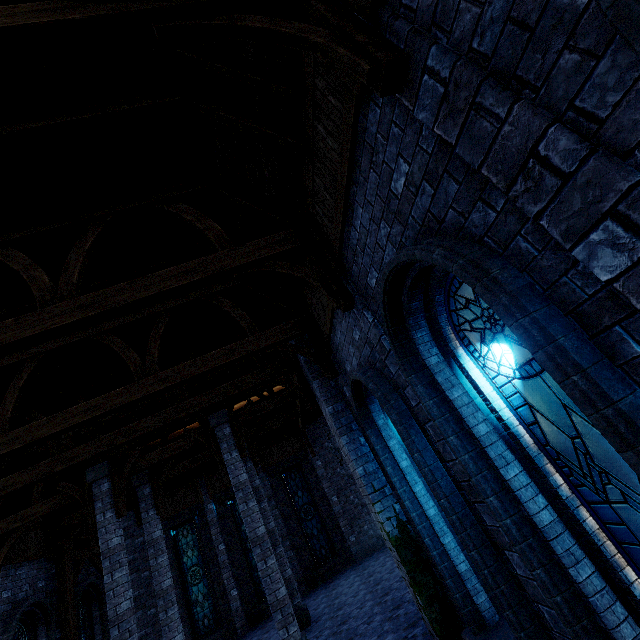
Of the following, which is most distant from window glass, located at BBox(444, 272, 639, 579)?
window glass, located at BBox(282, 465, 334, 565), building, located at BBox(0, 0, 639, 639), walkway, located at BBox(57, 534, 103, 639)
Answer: window glass, located at BBox(282, 465, 334, 565)

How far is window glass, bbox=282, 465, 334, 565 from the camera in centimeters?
1627cm

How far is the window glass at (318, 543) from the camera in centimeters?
1627cm

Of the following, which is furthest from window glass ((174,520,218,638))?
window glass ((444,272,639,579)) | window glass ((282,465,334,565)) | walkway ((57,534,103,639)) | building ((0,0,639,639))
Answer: window glass ((444,272,639,579))

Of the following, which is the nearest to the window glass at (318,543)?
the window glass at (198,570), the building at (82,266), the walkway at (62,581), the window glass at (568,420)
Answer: the building at (82,266)

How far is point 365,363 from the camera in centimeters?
557cm

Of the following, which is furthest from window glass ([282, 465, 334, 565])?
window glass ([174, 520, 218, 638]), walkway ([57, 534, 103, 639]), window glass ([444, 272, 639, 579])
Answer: window glass ([444, 272, 639, 579])
